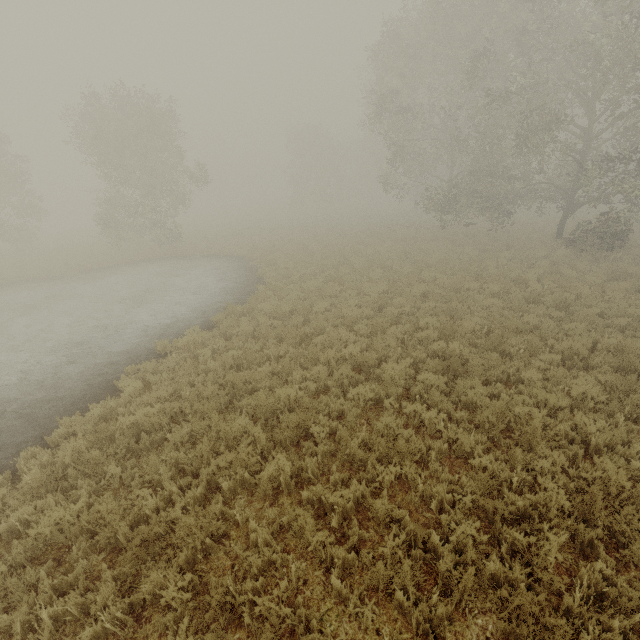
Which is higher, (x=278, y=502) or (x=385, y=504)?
(x=385, y=504)
